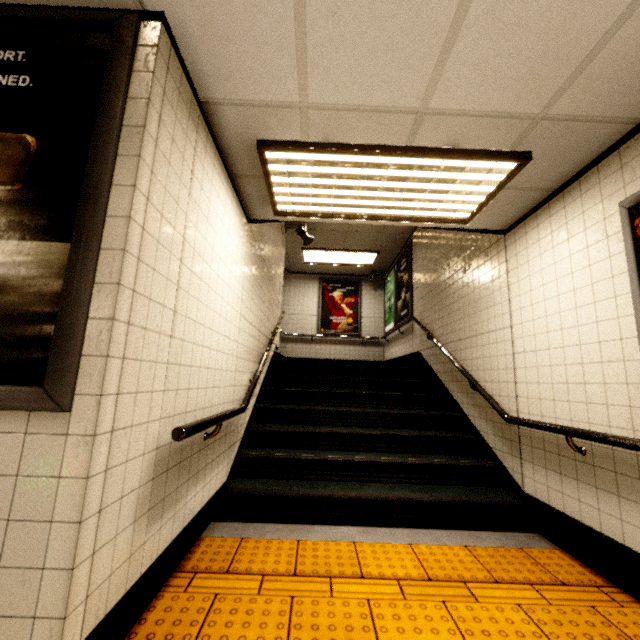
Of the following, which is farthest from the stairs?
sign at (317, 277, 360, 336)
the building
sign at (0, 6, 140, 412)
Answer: sign at (317, 277, 360, 336)

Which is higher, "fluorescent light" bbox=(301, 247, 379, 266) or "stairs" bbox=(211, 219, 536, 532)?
"fluorescent light" bbox=(301, 247, 379, 266)

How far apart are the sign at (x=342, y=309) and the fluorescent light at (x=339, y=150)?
6.4 meters

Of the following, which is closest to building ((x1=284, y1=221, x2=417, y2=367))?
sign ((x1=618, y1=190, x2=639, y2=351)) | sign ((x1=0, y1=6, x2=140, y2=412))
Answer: sign ((x1=618, y1=190, x2=639, y2=351))

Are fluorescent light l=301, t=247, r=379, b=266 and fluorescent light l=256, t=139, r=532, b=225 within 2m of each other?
no

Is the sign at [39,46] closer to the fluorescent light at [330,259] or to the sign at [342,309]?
the fluorescent light at [330,259]

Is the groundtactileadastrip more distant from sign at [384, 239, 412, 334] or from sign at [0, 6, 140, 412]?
sign at [384, 239, 412, 334]

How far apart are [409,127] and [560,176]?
1.4 meters
